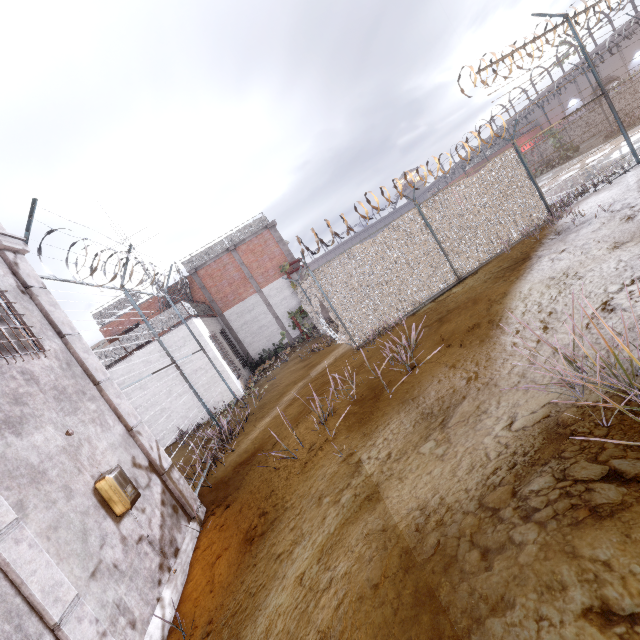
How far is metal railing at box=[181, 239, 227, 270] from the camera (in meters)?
19.75

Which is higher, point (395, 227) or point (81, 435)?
point (395, 227)

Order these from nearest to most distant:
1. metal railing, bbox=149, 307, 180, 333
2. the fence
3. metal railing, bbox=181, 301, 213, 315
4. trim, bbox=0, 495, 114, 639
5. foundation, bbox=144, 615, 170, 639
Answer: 1. trim, bbox=0, 495, 114, 639
2. foundation, bbox=144, 615, 170, 639
3. the fence
4. metal railing, bbox=149, 307, 180, 333
5. metal railing, bbox=181, 301, 213, 315

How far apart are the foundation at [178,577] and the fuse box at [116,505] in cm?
116

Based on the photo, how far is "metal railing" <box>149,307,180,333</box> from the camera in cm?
1381

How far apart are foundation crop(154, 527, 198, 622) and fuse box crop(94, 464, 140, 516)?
1.2 meters

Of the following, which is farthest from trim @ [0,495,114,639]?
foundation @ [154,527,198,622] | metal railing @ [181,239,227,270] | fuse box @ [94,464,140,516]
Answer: metal railing @ [181,239,227,270]

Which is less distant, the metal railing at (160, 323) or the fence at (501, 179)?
the fence at (501, 179)
